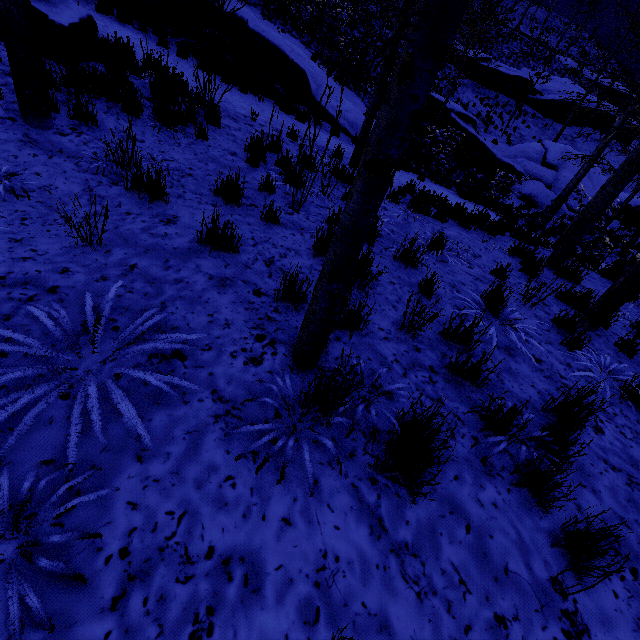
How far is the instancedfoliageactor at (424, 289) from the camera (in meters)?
2.80

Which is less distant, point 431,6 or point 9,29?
point 431,6

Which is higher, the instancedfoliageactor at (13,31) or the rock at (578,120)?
the rock at (578,120)

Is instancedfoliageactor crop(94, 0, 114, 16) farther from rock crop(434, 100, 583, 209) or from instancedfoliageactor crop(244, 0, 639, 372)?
instancedfoliageactor crop(244, 0, 639, 372)

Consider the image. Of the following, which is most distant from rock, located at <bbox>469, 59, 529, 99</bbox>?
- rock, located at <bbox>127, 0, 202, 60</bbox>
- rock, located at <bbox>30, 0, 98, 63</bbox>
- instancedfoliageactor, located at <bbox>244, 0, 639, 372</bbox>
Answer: instancedfoliageactor, located at <bbox>244, 0, 639, 372</bbox>

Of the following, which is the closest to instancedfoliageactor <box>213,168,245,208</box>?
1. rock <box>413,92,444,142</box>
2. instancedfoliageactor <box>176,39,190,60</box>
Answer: instancedfoliageactor <box>176,39,190,60</box>

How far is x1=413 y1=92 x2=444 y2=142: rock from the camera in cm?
1598

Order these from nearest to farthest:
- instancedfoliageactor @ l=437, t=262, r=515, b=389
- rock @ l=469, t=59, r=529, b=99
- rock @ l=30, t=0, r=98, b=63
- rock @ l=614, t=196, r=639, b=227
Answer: instancedfoliageactor @ l=437, t=262, r=515, b=389 < rock @ l=30, t=0, r=98, b=63 < rock @ l=614, t=196, r=639, b=227 < rock @ l=469, t=59, r=529, b=99
